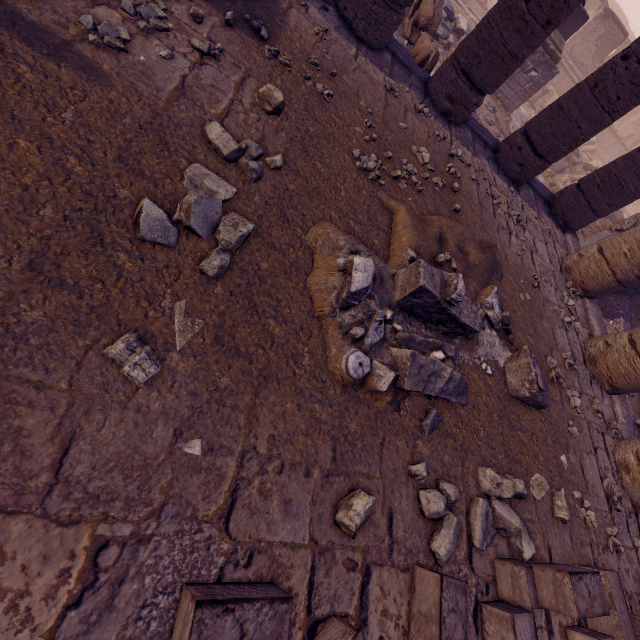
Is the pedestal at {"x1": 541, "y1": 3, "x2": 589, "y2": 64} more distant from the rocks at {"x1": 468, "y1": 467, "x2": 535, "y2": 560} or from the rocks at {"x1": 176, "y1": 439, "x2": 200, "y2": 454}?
the rocks at {"x1": 176, "y1": 439, "x2": 200, "y2": 454}

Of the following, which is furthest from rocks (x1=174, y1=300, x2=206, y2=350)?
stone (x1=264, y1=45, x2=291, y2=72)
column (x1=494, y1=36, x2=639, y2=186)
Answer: column (x1=494, y1=36, x2=639, y2=186)

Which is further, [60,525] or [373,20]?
[373,20]

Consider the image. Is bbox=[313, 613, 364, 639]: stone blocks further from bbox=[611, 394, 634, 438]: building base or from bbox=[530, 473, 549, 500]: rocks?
bbox=[530, 473, 549, 500]: rocks

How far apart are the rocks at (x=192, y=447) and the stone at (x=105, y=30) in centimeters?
335cm

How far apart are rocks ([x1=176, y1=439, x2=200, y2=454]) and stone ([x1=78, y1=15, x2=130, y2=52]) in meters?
→ 3.4 m

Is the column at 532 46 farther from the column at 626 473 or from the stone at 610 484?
the stone at 610 484

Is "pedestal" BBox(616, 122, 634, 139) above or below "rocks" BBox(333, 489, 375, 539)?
above
